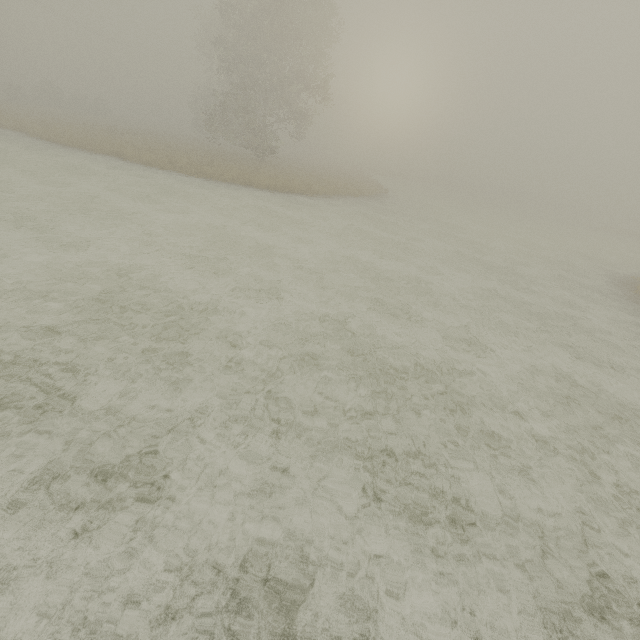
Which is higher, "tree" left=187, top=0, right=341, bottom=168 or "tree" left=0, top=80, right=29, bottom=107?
"tree" left=187, top=0, right=341, bottom=168

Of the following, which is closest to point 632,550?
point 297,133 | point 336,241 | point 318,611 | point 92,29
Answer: point 318,611

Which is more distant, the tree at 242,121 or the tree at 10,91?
the tree at 10,91

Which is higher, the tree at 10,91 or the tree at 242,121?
the tree at 242,121

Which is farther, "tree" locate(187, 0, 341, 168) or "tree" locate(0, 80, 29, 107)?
"tree" locate(0, 80, 29, 107)
